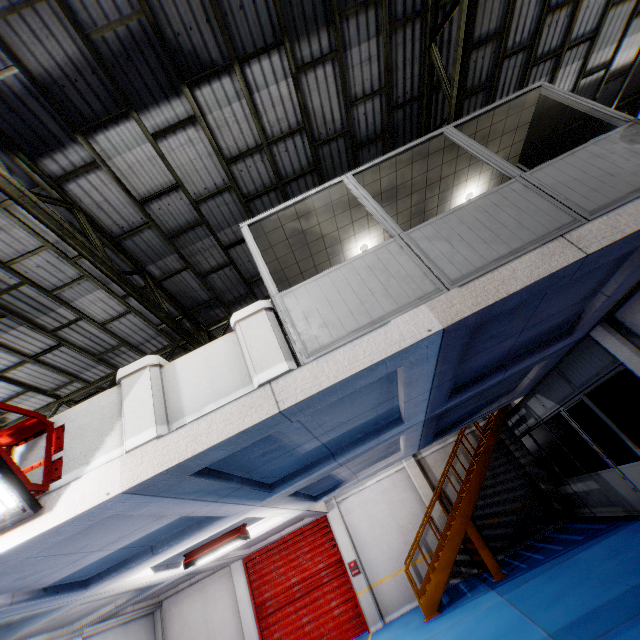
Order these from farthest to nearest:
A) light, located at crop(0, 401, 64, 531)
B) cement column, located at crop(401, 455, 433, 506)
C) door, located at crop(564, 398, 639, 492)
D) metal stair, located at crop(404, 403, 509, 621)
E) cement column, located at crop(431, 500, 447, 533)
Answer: cement column, located at crop(401, 455, 433, 506), cement column, located at crop(431, 500, 447, 533), metal stair, located at crop(404, 403, 509, 621), door, located at crop(564, 398, 639, 492), light, located at crop(0, 401, 64, 531)

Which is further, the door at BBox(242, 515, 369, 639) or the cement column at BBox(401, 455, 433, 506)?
the cement column at BBox(401, 455, 433, 506)

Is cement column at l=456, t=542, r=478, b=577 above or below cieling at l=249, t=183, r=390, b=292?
below

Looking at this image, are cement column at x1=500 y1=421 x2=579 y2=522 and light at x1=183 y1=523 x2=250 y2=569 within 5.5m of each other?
no

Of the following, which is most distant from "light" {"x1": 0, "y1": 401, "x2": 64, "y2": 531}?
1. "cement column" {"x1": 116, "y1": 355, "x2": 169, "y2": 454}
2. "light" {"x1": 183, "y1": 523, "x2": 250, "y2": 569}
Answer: "light" {"x1": 183, "y1": 523, "x2": 250, "y2": 569}

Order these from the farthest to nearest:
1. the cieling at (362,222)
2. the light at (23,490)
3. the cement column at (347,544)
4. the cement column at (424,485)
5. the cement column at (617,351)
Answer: the cement column at (424,485)
the cement column at (347,544)
the cement column at (617,351)
the cieling at (362,222)
the light at (23,490)

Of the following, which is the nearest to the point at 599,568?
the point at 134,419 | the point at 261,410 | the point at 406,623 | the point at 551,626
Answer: the point at 551,626

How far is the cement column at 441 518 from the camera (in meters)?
12.12
